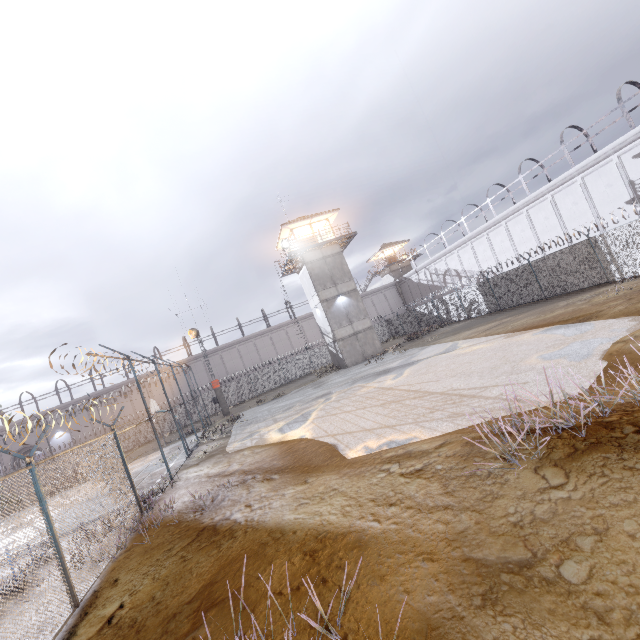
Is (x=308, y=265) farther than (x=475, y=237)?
No

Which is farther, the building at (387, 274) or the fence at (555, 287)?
the building at (387, 274)

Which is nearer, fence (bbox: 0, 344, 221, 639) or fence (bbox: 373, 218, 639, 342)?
fence (bbox: 0, 344, 221, 639)

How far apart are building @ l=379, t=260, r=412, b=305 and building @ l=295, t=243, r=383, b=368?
23.62m

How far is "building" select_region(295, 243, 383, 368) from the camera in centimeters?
3047cm

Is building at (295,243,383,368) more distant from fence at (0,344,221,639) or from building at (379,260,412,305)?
building at (379,260,412,305)

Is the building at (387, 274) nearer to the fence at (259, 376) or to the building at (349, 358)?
the fence at (259, 376)
